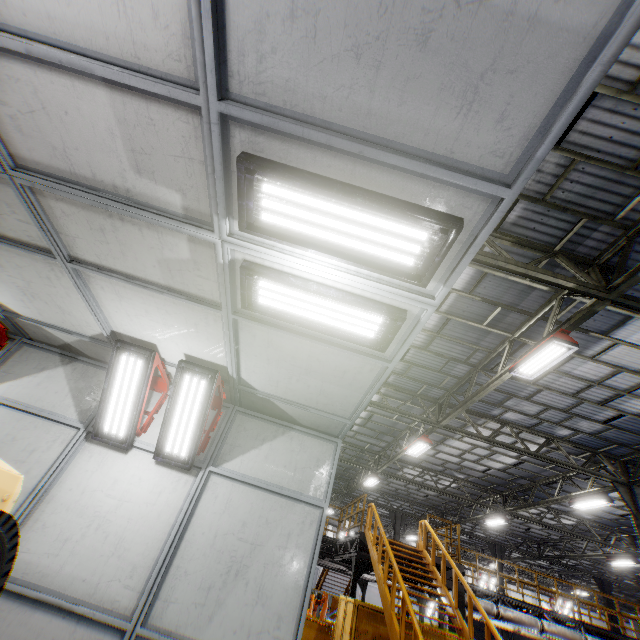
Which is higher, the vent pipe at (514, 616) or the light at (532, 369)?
the light at (532, 369)

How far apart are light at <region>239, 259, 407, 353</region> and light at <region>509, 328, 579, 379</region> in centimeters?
601cm

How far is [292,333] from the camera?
3.6m

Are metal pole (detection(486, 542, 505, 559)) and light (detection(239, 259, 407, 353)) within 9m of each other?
no

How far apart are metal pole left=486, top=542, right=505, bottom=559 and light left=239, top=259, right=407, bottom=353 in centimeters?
2877cm

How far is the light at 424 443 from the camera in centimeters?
1310cm

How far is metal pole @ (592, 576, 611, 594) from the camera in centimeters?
2327cm

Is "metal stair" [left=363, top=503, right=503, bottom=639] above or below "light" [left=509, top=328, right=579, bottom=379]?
below
